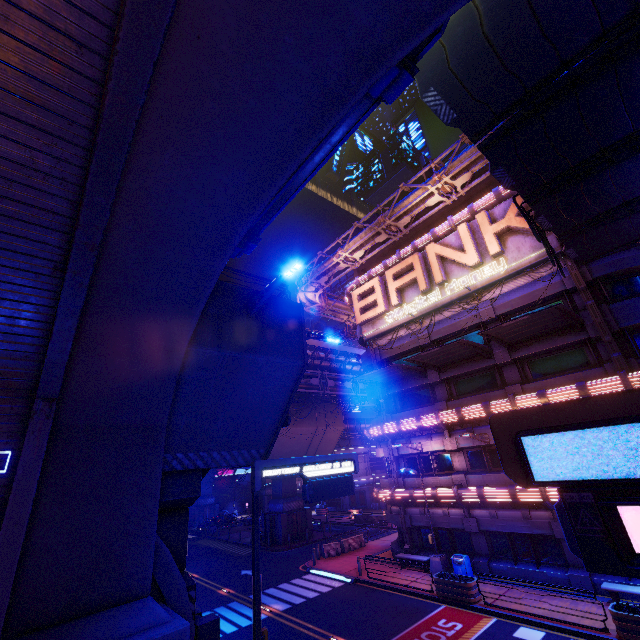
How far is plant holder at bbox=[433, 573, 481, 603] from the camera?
15.8m

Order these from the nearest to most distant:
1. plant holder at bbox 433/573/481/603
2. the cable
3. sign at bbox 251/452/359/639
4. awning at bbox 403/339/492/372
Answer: sign at bbox 251/452/359/639 < the cable < plant holder at bbox 433/573/481/603 < awning at bbox 403/339/492/372

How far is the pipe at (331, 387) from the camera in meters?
34.3 m

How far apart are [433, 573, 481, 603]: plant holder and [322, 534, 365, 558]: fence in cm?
1148

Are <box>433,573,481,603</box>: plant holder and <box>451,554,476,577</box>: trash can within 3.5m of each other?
yes

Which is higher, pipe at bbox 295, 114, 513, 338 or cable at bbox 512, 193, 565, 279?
pipe at bbox 295, 114, 513, 338

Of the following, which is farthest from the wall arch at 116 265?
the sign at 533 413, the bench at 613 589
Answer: the bench at 613 589

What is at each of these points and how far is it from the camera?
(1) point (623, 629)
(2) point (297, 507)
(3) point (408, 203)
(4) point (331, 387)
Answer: (1) plant holder, 11.72m
(2) pillar, 35.12m
(3) pipe, 24.14m
(4) pipe, 36.44m
